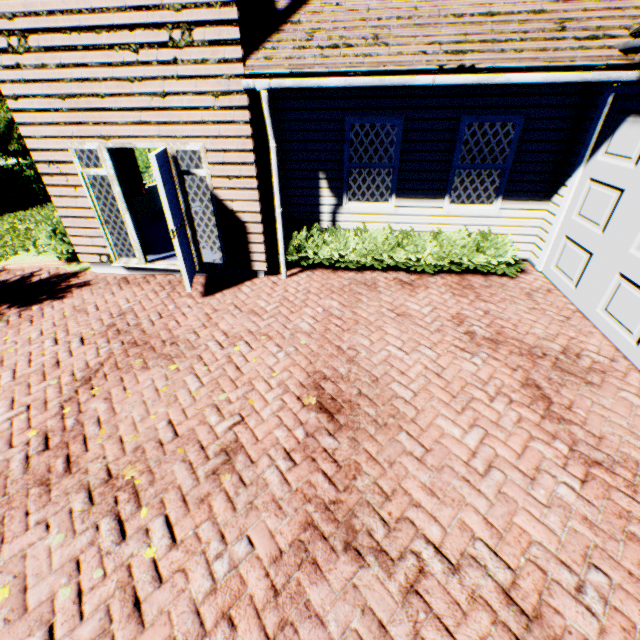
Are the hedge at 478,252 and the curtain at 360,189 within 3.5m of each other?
yes

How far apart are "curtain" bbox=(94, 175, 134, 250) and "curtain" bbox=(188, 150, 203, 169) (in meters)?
1.10

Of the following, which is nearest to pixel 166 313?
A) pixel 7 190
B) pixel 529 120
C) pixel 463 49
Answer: pixel 463 49

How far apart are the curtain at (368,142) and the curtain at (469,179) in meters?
1.7

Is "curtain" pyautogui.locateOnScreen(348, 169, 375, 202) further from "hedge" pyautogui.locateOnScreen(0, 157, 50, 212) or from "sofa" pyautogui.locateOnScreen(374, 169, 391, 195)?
"hedge" pyautogui.locateOnScreen(0, 157, 50, 212)

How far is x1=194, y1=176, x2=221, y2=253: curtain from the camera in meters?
6.0

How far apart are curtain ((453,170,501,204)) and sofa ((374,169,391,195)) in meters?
4.7 m

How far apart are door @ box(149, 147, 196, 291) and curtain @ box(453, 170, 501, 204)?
5.4m
